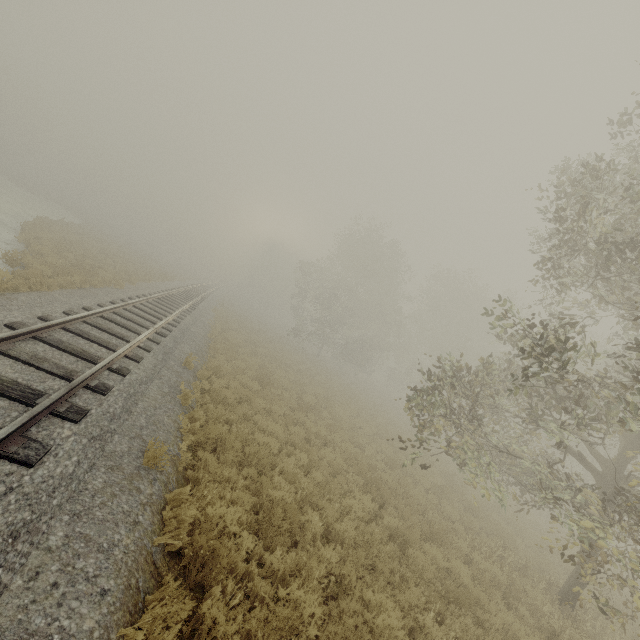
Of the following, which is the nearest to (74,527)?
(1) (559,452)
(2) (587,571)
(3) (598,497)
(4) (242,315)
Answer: (2) (587,571)

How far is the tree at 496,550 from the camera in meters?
8.5

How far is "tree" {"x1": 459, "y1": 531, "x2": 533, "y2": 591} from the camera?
8.5 meters
